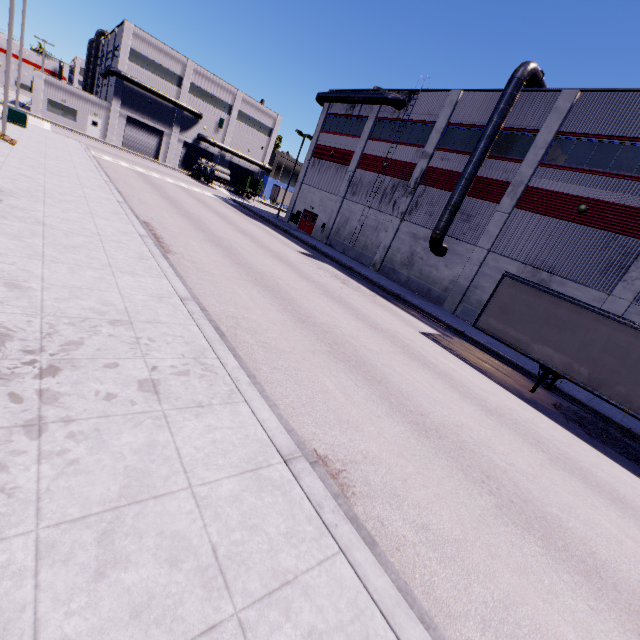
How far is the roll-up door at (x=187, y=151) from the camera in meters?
52.2 m

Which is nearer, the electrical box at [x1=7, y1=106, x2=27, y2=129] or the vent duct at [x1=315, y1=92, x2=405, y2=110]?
the electrical box at [x1=7, y1=106, x2=27, y2=129]

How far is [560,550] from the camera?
5.2m

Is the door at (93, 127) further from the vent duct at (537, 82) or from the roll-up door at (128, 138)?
the vent duct at (537, 82)

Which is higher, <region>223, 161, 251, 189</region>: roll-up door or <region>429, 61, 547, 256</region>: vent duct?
<region>429, 61, 547, 256</region>: vent duct

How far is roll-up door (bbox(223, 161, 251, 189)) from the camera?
57.6 meters

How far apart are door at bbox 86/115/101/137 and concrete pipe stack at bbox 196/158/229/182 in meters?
14.7 m

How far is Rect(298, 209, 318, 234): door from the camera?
36.1 meters
